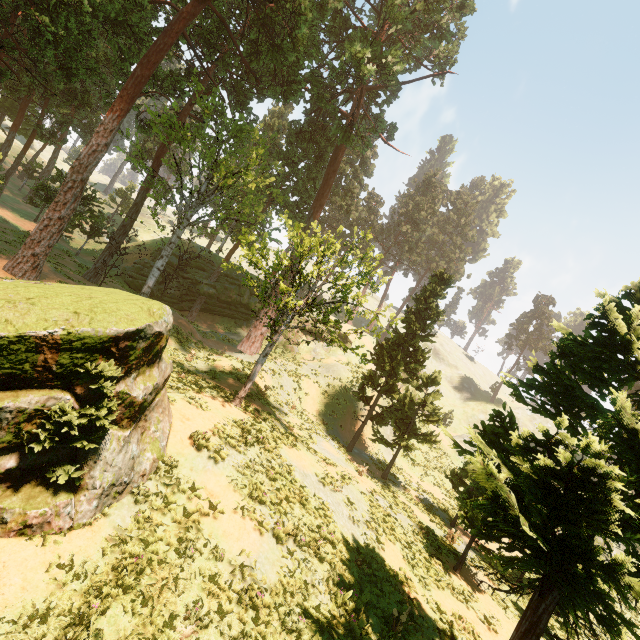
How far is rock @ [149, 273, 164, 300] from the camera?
34.8m

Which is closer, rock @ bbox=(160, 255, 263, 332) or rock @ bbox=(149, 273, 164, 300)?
rock @ bbox=(149, 273, 164, 300)

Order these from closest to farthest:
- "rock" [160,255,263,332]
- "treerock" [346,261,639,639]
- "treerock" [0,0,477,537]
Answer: "treerock" [346,261,639,639] → "treerock" [0,0,477,537] → "rock" [160,255,263,332]

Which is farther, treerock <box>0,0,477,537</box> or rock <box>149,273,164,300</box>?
rock <box>149,273,164,300</box>

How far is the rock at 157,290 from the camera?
34.8 meters

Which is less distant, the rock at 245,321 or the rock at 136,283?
the rock at 136,283

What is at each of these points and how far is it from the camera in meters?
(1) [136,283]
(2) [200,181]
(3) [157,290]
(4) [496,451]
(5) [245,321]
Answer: (1) rock, 34.6
(2) treerock, 23.7
(3) rock, 34.9
(4) treerock, 9.2
(5) rock, 39.8
